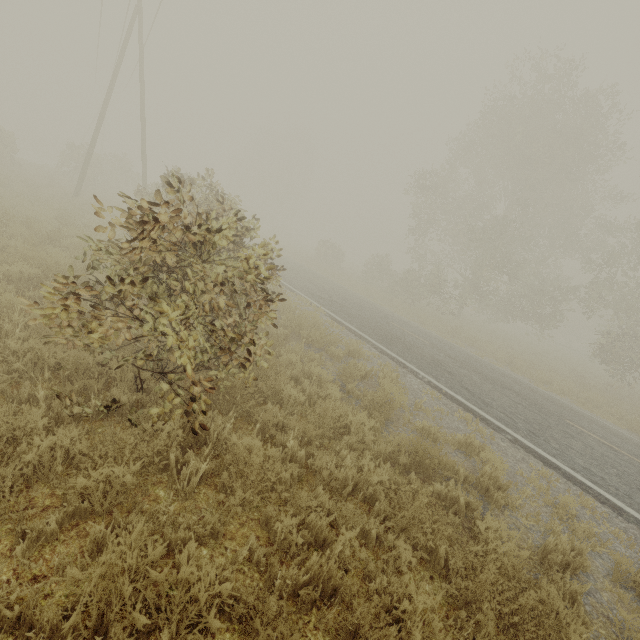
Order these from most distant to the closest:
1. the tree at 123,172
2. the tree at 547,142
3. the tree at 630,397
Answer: the tree at 547,142, the tree at 630,397, the tree at 123,172

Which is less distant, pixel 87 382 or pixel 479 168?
pixel 87 382

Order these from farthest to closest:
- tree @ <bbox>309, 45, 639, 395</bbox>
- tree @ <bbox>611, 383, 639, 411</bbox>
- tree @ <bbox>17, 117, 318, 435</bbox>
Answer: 1. tree @ <bbox>309, 45, 639, 395</bbox>
2. tree @ <bbox>611, 383, 639, 411</bbox>
3. tree @ <bbox>17, 117, 318, 435</bbox>

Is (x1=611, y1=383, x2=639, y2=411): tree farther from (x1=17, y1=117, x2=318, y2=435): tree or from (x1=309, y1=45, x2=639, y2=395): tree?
(x1=17, y1=117, x2=318, y2=435): tree

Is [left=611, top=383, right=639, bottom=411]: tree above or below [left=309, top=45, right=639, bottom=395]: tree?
below

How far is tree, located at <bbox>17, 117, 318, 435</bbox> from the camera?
3.3m

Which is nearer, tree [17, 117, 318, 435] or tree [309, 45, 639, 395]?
tree [17, 117, 318, 435]

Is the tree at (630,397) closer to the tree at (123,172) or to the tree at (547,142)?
the tree at (547,142)
